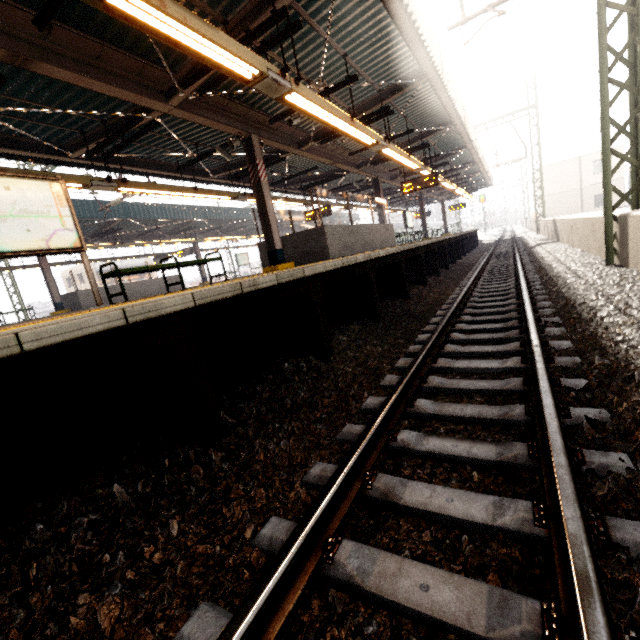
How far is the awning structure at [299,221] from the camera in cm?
2851

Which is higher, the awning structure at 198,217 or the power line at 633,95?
the awning structure at 198,217

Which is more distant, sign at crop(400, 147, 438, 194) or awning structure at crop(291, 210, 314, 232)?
awning structure at crop(291, 210, 314, 232)

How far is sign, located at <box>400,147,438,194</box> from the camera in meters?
13.4 m

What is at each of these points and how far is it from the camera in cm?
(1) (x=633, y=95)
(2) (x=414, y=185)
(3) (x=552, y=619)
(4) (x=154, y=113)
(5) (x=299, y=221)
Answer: (1) power line, 569
(2) sign, 1386
(3) train track, 108
(4) awning structure, 677
(5) awning structure, 3291

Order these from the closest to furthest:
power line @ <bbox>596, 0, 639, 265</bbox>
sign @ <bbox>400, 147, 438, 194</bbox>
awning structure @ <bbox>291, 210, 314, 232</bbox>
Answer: power line @ <bbox>596, 0, 639, 265</bbox>, sign @ <bbox>400, 147, 438, 194</bbox>, awning structure @ <bbox>291, 210, 314, 232</bbox>

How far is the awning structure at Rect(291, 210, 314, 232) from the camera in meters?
28.5
